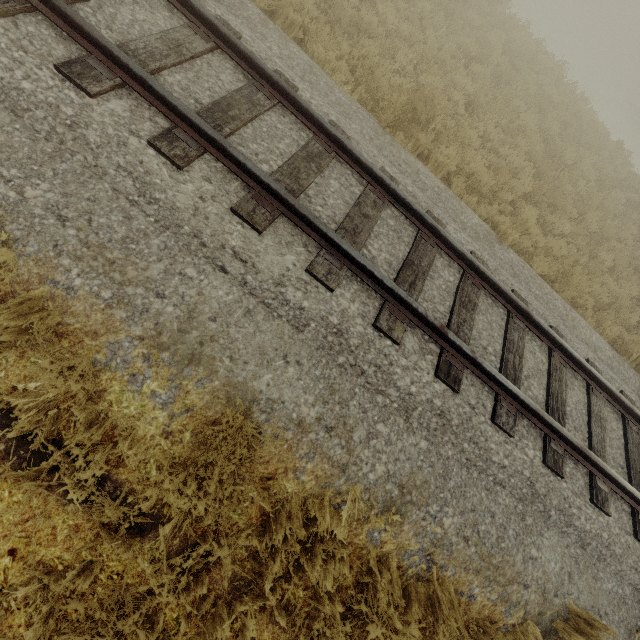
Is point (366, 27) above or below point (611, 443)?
below
